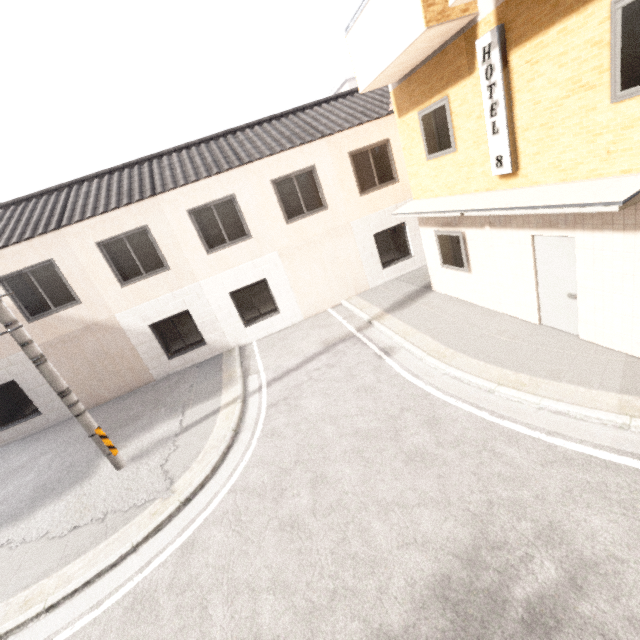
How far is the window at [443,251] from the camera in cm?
853

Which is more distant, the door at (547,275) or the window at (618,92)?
the door at (547,275)

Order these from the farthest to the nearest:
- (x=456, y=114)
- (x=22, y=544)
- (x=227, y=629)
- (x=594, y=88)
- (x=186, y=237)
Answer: (x=186, y=237), (x=456, y=114), (x=22, y=544), (x=594, y=88), (x=227, y=629)

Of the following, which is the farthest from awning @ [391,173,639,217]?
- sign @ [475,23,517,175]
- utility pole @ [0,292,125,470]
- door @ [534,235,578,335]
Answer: utility pole @ [0,292,125,470]

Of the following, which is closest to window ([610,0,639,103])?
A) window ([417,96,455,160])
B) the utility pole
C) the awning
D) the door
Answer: the awning

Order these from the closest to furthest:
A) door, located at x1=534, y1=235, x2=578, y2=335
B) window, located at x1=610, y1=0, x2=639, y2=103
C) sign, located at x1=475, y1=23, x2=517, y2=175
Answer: window, located at x1=610, y1=0, x2=639, y2=103
sign, located at x1=475, y1=23, x2=517, y2=175
door, located at x1=534, y1=235, x2=578, y2=335

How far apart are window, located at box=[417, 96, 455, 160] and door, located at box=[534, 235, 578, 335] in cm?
257

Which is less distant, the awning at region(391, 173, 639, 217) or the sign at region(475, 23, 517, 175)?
the awning at region(391, 173, 639, 217)
